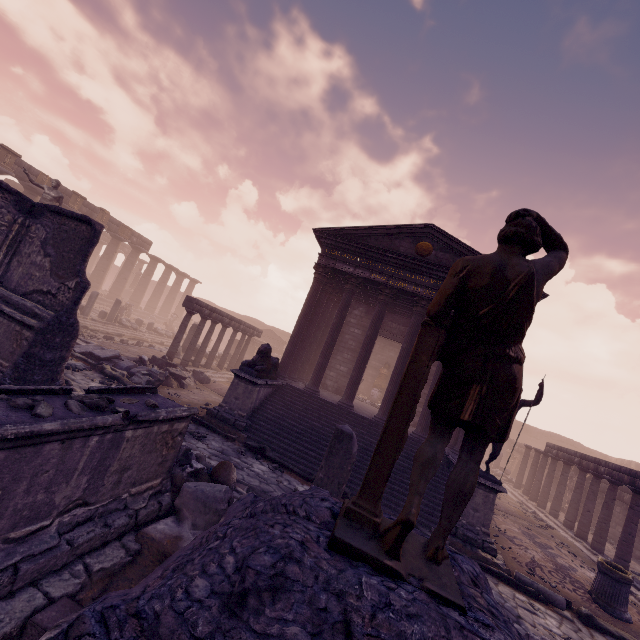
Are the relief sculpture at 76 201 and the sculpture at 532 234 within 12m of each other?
no

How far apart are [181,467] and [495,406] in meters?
5.1 m

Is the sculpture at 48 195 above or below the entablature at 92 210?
below

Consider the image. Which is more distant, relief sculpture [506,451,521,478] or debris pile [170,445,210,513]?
relief sculpture [506,451,521,478]

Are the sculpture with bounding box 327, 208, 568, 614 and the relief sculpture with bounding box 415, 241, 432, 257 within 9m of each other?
no

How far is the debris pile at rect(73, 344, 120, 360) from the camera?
11.09m

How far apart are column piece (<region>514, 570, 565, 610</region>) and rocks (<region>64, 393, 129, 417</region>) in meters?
8.9

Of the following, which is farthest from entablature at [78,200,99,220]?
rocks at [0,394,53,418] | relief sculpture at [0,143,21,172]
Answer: rocks at [0,394,53,418]
